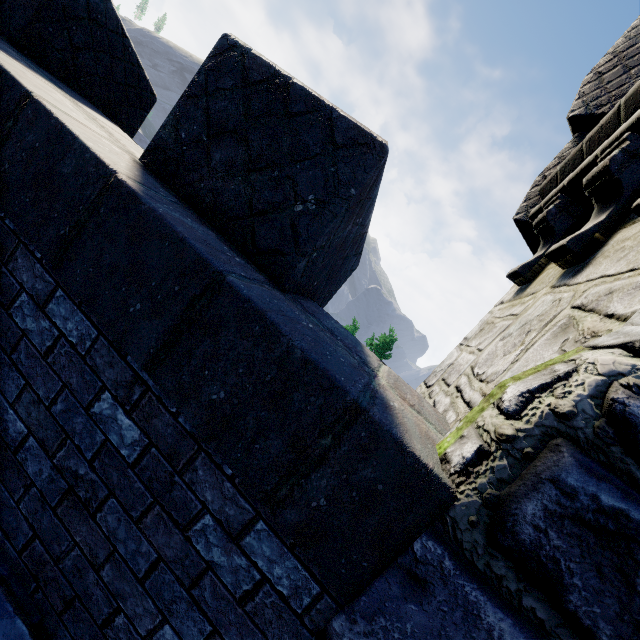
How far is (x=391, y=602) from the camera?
1.0 meters
